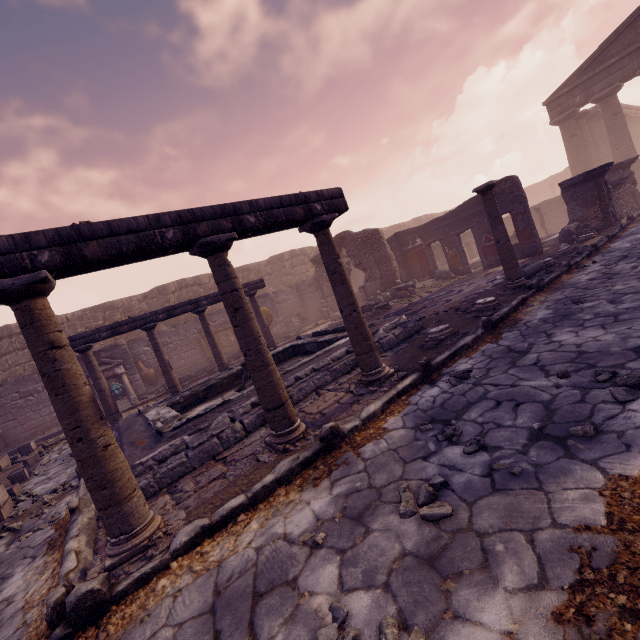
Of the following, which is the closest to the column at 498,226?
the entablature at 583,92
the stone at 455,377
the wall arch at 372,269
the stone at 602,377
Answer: the stone at 455,377

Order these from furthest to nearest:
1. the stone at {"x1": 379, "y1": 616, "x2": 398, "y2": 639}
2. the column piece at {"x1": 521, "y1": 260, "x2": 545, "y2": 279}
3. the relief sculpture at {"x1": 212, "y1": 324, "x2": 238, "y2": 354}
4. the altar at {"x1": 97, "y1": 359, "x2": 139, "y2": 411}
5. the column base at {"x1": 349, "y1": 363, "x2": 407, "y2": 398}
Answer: the relief sculpture at {"x1": 212, "y1": 324, "x2": 238, "y2": 354}, the altar at {"x1": 97, "y1": 359, "x2": 139, "y2": 411}, the column piece at {"x1": 521, "y1": 260, "x2": 545, "y2": 279}, the column base at {"x1": 349, "y1": 363, "x2": 407, "y2": 398}, the stone at {"x1": 379, "y1": 616, "x2": 398, "y2": 639}

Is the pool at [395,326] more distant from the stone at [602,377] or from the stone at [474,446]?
the stone at [602,377]

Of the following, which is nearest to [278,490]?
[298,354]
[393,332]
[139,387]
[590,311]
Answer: [393,332]

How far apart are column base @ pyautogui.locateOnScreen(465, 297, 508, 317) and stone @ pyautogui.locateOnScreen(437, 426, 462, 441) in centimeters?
385cm

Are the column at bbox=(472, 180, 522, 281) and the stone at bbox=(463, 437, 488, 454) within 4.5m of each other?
no

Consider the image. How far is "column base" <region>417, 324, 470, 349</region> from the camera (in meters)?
5.25

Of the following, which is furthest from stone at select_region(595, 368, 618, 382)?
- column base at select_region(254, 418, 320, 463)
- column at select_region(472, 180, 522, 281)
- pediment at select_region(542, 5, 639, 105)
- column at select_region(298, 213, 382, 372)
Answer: pediment at select_region(542, 5, 639, 105)
